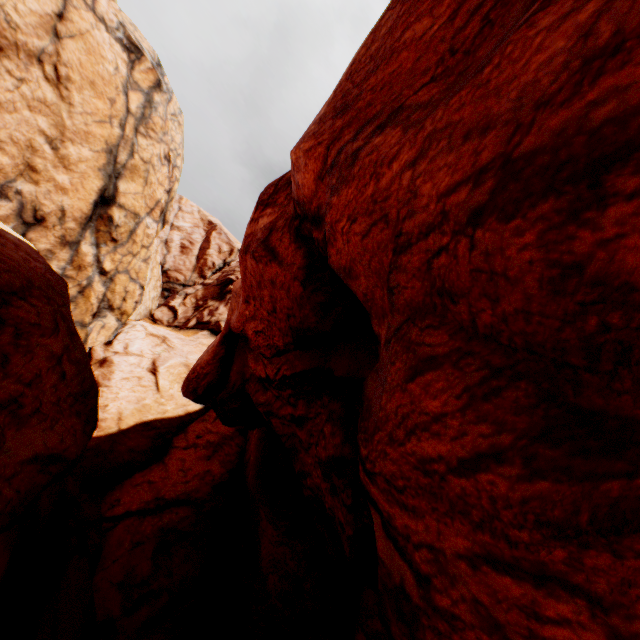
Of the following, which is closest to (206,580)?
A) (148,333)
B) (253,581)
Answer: (253,581)
